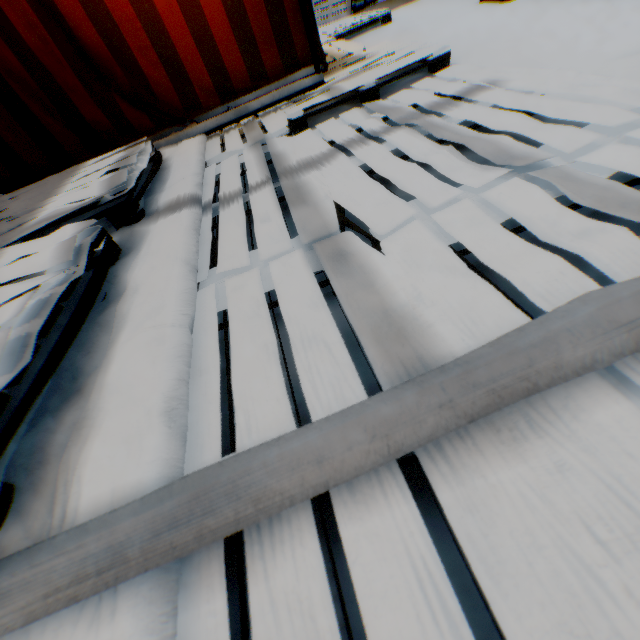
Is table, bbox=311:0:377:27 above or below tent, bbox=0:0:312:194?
below

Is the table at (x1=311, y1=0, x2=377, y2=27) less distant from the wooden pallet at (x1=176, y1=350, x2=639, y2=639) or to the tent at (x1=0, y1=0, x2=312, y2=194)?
the tent at (x1=0, y1=0, x2=312, y2=194)

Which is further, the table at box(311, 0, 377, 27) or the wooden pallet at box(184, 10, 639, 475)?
the table at box(311, 0, 377, 27)

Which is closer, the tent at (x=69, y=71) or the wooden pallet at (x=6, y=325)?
the wooden pallet at (x=6, y=325)

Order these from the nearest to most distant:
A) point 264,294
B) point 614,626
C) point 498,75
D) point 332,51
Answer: point 614,626 → point 264,294 → point 498,75 → point 332,51

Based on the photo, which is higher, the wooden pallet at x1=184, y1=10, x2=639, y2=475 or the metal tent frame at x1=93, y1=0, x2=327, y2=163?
the metal tent frame at x1=93, y1=0, x2=327, y2=163

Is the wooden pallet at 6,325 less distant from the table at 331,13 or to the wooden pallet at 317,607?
the wooden pallet at 317,607
